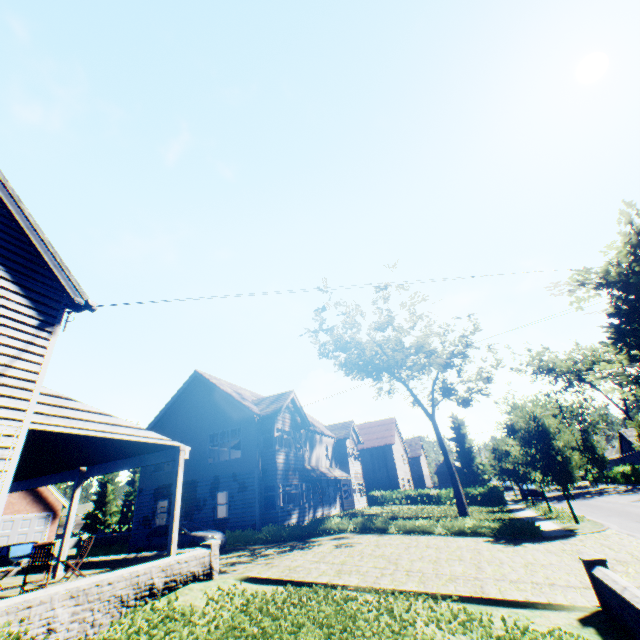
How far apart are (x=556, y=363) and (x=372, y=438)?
28.28m

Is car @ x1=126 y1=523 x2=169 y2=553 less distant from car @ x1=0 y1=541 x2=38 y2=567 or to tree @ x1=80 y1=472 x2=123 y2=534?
A: car @ x1=0 y1=541 x2=38 y2=567

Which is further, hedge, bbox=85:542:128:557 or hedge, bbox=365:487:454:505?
hedge, bbox=365:487:454:505

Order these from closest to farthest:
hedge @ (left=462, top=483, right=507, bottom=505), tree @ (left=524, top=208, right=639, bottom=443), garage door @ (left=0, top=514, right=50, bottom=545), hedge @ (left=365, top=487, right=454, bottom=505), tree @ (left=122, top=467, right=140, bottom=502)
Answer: tree @ (left=524, top=208, right=639, bottom=443) → garage door @ (left=0, top=514, right=50, bottom=545) → hedge @ (left=462, top=483, right=507, bottom=505) → hedge @ (left=365, top=487, right=454, bottom=505) → tree @ (left=122, top=467, right=140, bottom=502)

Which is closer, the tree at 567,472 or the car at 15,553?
the car at 15,553

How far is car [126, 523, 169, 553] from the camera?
16.1m

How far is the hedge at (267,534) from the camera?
15.8m
